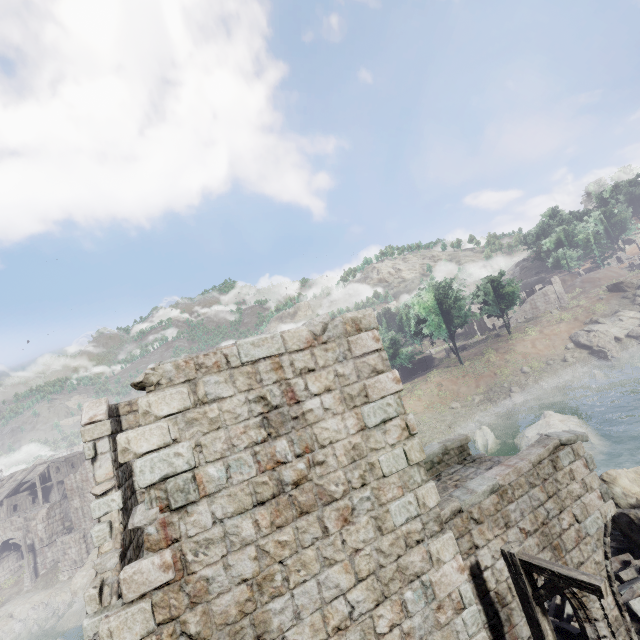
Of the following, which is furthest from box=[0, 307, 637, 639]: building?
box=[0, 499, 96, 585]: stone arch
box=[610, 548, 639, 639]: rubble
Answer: box=[0, 499, 96, 585]: stone arch

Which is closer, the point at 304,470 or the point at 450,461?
the point at 304,470

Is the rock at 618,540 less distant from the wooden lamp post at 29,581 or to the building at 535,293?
the building at 535,293

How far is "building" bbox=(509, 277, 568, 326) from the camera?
54.75m

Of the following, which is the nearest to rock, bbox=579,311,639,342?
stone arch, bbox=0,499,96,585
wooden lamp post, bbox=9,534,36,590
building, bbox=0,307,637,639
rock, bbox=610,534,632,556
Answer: rock, bbox=610,534,632,556

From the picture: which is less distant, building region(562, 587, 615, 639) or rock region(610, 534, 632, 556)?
building region(562, 587, 615, 639)

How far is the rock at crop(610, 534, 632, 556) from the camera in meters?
11.2 m

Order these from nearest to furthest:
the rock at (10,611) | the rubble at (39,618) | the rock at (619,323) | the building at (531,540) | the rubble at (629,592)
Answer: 1. the building at (531,540)
2. the rubble at (629,592)
3. the rubble at (39,618)
4. the rock at (10,611)
5. the rock at (619,323)
